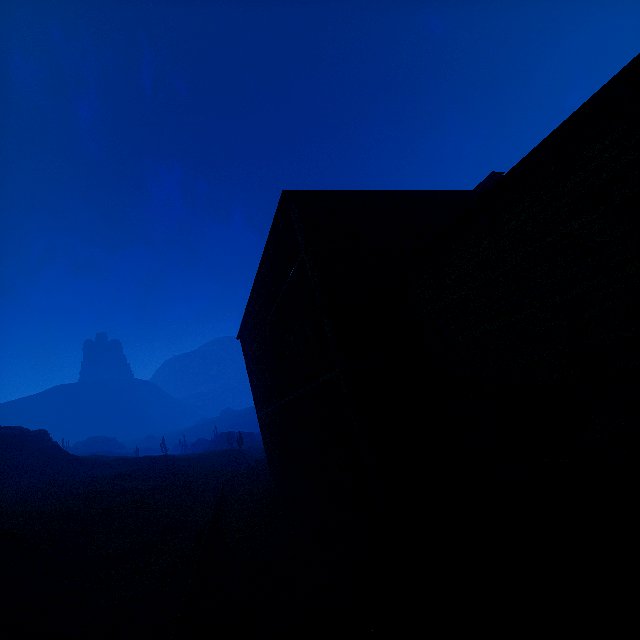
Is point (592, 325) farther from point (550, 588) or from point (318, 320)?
point (318, 320)

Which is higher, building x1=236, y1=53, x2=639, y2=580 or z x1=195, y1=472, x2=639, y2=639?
building x1=236, y1=53, x2=639, y2=580

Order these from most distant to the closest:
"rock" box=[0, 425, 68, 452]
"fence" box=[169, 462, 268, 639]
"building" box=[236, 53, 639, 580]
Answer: "rock" box=[0, 425, 68, 452]
"fence" box=[169, 462, 268, 639]
"building" box=[236, 53, 639, 580]

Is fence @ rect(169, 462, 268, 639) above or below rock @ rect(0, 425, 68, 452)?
below

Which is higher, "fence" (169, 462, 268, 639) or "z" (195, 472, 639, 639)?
"fence" (169, 462, 268, 639)

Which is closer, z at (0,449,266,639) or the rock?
z at (0,449,266,639)

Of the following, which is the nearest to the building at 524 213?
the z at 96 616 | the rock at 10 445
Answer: the z at 96 616

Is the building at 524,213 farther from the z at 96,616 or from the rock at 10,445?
the rock at 10,445
